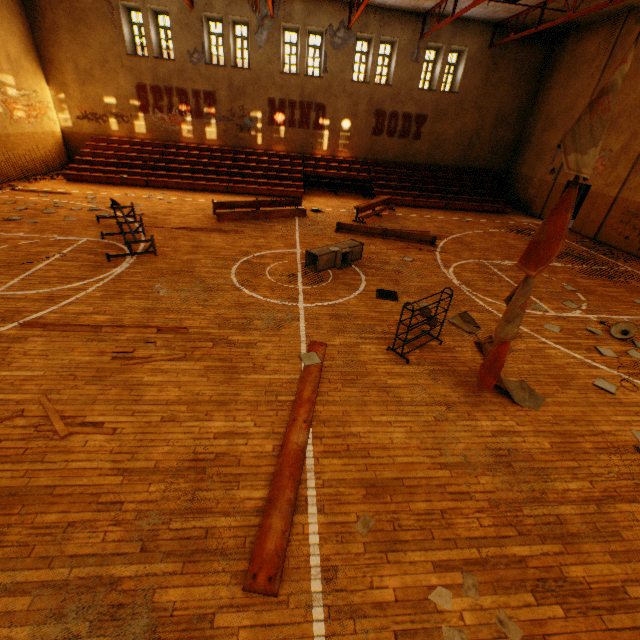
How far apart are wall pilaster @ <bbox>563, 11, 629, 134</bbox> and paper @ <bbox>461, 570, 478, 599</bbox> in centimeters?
2100cm

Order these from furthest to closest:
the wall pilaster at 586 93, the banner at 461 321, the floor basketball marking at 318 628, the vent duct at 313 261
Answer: the wall pilaster at 586 93
the vent duct at 313 261
the banner at 461 321
the floor basketball marking at 318 628

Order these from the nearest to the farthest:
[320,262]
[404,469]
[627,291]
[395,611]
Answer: [395,611]
[404,469]
[320,262]
[627,291]

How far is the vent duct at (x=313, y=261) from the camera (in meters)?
9.23

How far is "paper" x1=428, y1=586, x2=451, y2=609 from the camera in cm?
298

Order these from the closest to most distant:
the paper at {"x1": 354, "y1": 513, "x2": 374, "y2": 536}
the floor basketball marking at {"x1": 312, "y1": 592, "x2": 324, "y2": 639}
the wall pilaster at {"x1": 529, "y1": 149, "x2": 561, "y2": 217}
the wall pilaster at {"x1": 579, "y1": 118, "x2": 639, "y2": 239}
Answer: the floor basketball marking at {"x1": 312, "y1": 592, "x2": 324, "y2": 639}
the paper at {"x1": 354, "y1": 513, "x2": 374, "y2": 536}
the wall pilaster at {"x1": 579, "y1": 118, "x2": 639, "y2": 239}
the wall pilaster at {"x1": 529, "y1": 149, "x2": 561, "y2": 217}

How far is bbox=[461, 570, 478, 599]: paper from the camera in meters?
3.1

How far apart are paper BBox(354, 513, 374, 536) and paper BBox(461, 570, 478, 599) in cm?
94
